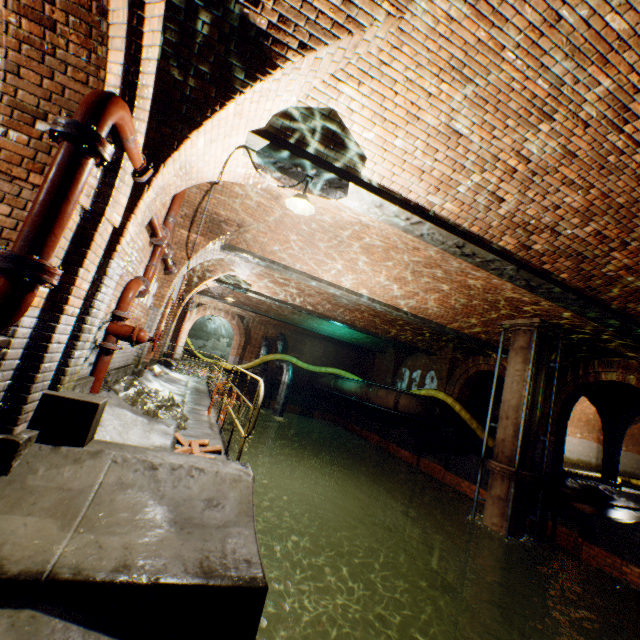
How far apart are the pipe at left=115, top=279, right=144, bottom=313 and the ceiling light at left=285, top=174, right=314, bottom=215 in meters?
2.7 m

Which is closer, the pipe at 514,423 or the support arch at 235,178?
the support arch at 235,178

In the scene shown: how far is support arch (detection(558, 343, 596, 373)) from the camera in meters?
11.1

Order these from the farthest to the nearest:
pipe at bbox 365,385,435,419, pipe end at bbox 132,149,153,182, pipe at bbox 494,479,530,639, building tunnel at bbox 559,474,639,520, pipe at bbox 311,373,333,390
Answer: pipe at bbox 311,373,333,390, pipe at bbox 365,385,435,419, building tunnel at bbox 559,474,639,520, pipe at bbox 494,479,530,639, pipe end at bbox 132,149,153,182

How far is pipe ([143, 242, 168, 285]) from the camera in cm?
597

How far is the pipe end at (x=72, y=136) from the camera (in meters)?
2.19

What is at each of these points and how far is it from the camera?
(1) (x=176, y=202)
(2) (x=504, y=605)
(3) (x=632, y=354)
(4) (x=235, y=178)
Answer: (1) pipe, 6.24m
(2) pipe, 8.22m
(3) support arch, 9.38m
(4) support arch, 5.22m

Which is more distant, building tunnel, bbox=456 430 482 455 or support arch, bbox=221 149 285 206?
building tunnel, bbox=456 430 482 455
